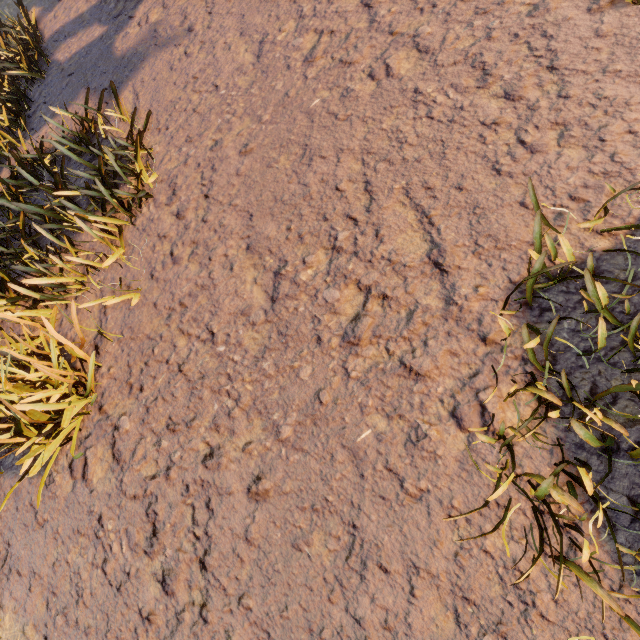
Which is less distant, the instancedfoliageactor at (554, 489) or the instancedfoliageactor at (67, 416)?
the instancedfoliageactor at (554, 489)

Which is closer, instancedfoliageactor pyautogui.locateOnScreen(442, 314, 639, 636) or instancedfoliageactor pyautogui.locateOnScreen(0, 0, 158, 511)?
instancedfoliageactor pyautogui.locateOnScreen(442, 314, 639, 636)

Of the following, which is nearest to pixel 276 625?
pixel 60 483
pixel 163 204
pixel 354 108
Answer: pixel 60 483

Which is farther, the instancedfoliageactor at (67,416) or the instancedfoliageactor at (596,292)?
the instancedfoliageactor at (67,416)

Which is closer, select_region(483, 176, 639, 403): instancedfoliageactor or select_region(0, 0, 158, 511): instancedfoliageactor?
select_region(483, 176, 639, 403): instancedfoliageactor
